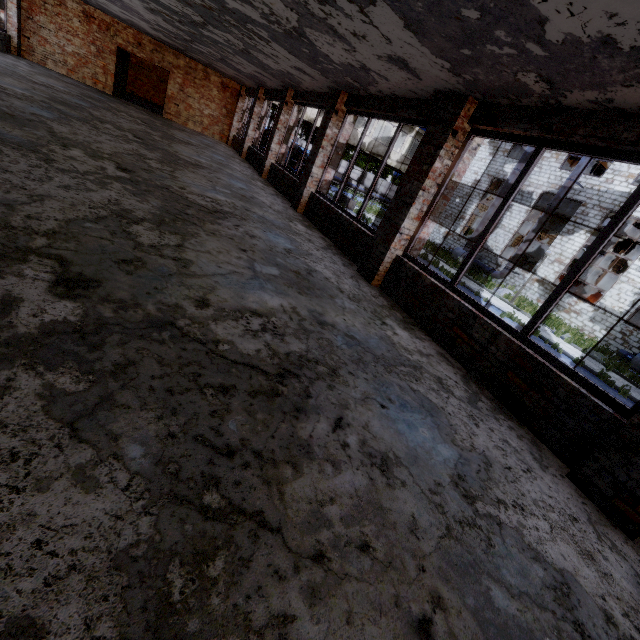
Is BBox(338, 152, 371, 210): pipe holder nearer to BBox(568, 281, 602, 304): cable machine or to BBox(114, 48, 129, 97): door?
BBox(568, 281, 602, 304): cable machine

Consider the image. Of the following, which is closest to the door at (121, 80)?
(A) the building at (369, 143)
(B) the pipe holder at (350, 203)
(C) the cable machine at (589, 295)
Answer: (A) the building at (369, 143)

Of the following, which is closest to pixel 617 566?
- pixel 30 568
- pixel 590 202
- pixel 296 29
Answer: pixel 30 568

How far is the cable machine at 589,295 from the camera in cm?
2147

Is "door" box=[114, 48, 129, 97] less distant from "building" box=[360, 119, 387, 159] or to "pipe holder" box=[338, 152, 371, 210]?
"building" box=[360, 119, 387, 159]

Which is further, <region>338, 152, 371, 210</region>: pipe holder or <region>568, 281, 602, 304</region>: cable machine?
<region>338, 152, 371, 210</region>: pipe holder

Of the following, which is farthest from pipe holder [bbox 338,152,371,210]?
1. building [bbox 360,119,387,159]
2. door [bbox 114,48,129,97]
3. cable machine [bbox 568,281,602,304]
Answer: door [bbox 114,48,129,97]

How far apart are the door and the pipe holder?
16.51m
